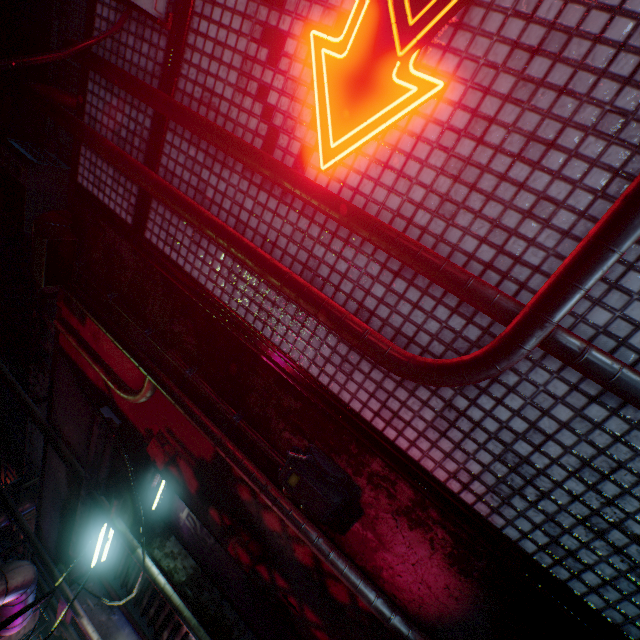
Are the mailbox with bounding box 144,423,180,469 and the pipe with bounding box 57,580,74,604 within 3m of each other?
no

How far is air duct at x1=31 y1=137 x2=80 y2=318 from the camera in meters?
2.3

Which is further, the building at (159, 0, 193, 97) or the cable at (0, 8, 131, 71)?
the building at (159, 0, 193, 97)

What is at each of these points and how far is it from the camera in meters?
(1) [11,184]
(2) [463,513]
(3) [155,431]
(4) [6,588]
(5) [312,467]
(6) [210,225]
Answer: (1) air conditioner, 4.8 m
(2) building, 1.4 m
(3) mailbox, 2.4 m
(4) air duct, 3.1 m
(5) power utility box, 1.7 m
(6) pipe, 1.4 m

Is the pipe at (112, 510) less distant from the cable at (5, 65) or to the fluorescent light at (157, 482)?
the fluorescent light at (157, 482)

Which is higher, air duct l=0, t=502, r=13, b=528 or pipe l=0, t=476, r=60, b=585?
air duct l=0, t=502, r=13, b=528

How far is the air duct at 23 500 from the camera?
4.0 meters

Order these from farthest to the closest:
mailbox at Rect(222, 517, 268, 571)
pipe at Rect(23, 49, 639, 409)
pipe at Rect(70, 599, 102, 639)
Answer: pipe at Rect(70, 599, 102, 639) < mailbox at Rect(222, 517, 268, 571) < pipe at Rect(23, 49, 639, 409)
